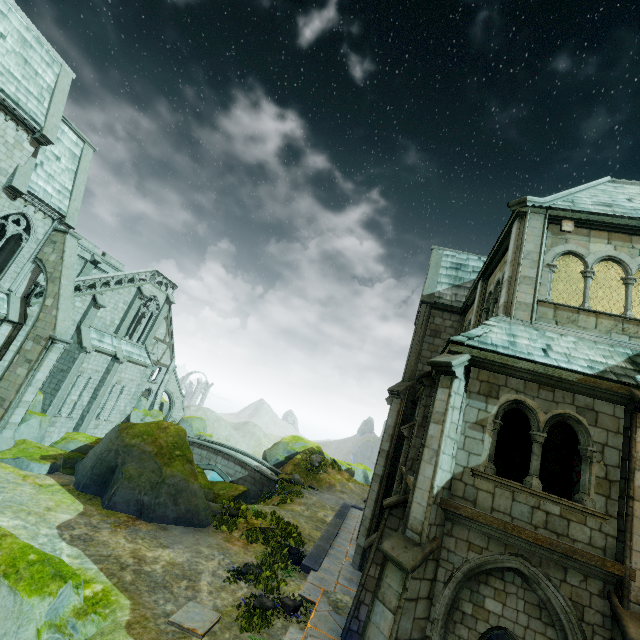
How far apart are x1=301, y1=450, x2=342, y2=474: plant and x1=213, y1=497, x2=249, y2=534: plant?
16.8m

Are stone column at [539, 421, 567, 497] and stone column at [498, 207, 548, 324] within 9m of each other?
yes

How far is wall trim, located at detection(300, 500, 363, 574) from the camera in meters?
13.3 m

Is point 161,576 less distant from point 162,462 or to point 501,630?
point 162,462

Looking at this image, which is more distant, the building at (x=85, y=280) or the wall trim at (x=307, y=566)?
the building at (x=85, y=280)

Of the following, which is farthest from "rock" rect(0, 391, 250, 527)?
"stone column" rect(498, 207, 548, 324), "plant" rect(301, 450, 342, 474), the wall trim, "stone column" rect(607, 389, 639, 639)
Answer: "stone column" rect(498, 207, 548, 324)

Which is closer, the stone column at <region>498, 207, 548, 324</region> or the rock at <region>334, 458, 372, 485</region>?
the stone column at <region>498, 207, 548, 324</region>

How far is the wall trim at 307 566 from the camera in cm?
1327
